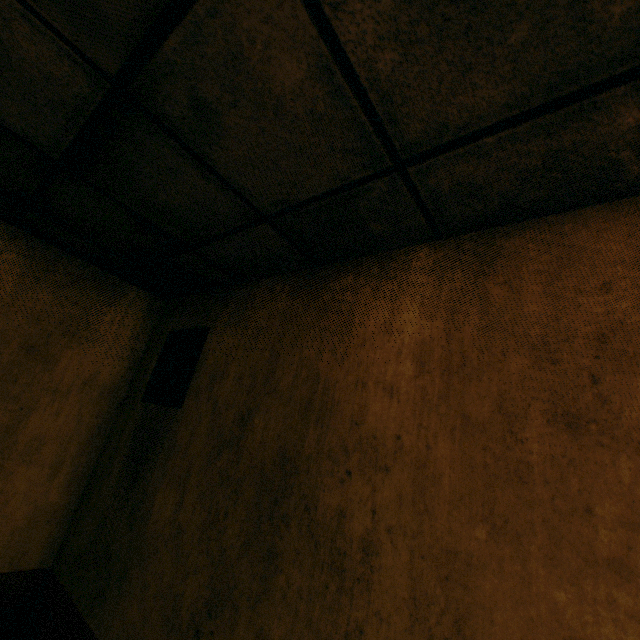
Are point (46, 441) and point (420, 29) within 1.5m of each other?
no

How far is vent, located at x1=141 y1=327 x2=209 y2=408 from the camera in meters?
2.1 m

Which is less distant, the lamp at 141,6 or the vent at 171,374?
the lamp at 141,6

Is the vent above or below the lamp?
below

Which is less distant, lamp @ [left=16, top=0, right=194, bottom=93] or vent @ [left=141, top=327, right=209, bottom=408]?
lamp @ [left=16, top=0, right=194, bottom=93]

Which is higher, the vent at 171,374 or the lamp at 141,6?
the lamp at 141,6
